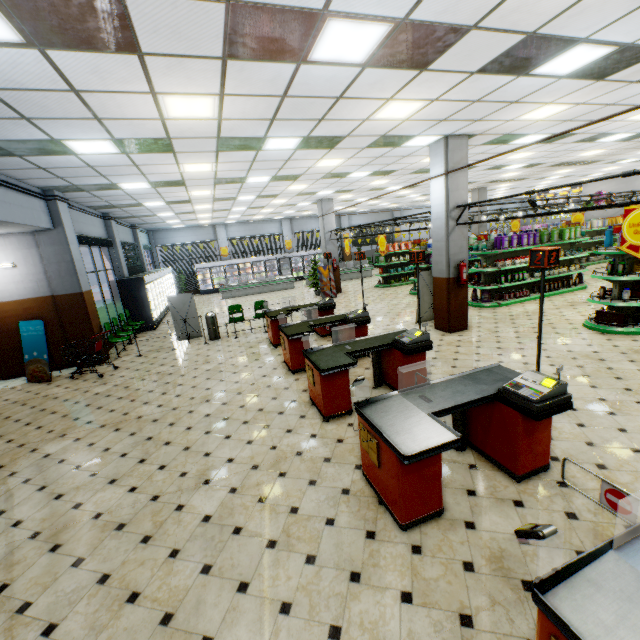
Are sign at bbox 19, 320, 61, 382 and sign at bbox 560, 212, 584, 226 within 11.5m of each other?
no

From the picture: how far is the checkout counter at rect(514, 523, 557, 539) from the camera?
1.65m

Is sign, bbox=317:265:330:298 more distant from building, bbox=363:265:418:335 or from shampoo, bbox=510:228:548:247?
shampoo, bbox=510:228:548:247

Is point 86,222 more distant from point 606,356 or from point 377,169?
point 606,356

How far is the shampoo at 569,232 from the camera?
11.45m

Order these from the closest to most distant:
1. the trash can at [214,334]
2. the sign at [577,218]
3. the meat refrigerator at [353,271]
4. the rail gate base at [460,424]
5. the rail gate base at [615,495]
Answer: the rail gate base at [615,495]
the rail gate base at [460,424]
the trash can at [214,334]
the sign at [577,218]
the meat refrigerator at [353,271]

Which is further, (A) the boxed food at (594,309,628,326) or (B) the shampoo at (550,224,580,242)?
(B) the shampoo at (550,224,580,242)

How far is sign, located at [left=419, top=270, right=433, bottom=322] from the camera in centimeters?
971cm
